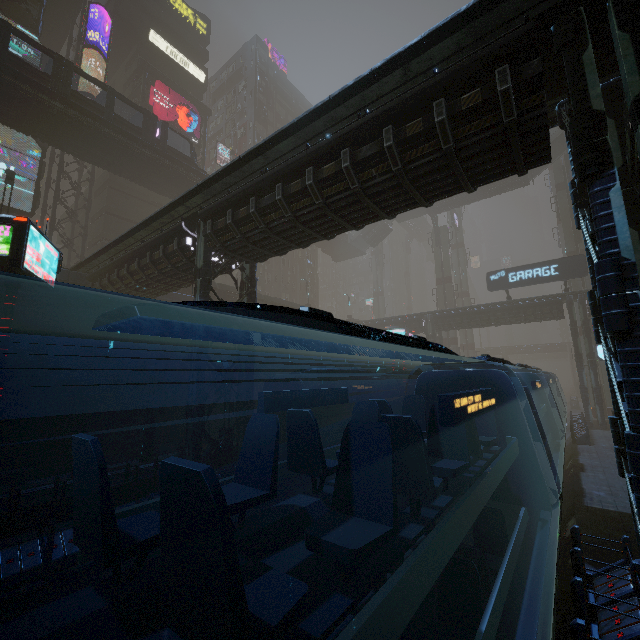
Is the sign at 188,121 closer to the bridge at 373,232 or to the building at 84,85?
the building at 84,85

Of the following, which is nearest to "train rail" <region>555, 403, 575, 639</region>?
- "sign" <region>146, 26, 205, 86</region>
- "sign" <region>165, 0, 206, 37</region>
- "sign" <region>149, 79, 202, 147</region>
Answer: "sign" <region>149, 79, 202, 147</region>

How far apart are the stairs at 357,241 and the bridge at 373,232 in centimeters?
0cm

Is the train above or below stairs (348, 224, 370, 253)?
below

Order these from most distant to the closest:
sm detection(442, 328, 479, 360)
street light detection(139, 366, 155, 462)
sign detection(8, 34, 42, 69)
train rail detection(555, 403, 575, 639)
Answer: sm detection(442, 328, 479, 360)
sign detection(8, 34, 42, 69)
street light detection(139, 366, 155, 462)
train rail detection(555, 403, 575, 639)

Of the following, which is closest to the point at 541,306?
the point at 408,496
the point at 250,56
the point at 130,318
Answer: the point at 408,496

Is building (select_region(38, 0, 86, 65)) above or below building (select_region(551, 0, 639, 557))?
above

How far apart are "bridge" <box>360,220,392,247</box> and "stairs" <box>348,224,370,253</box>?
0.00m
